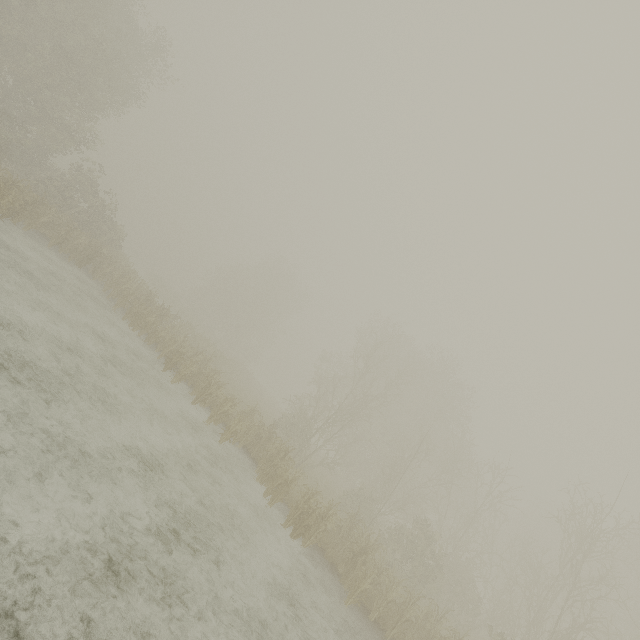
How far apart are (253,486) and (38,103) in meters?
→ 25.7
